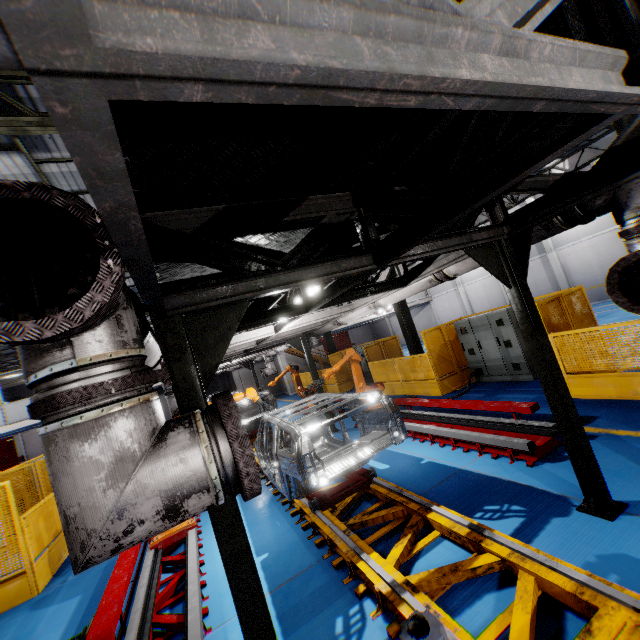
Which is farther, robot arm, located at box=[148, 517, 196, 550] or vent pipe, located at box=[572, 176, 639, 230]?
robot arm, located at box=[148, 517, 196, 550]

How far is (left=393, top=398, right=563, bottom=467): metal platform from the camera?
→ 5.3m

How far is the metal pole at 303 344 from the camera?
10.8m

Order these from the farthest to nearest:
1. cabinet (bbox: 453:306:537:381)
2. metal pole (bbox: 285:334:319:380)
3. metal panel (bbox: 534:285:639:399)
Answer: metal pole (bbox: 285:334:319:380) < cabinet (bbox: 453:306:537:381) < metal panel (bbox: 534:285:639:399)

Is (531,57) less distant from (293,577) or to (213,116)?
(213,116)

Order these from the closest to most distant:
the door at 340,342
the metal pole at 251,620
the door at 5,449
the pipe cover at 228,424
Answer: the pipe cover at 228,424 < the metal pole at 251,620 < the door at 5,449 < the door at 340,342

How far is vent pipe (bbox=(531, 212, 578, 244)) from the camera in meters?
3.6

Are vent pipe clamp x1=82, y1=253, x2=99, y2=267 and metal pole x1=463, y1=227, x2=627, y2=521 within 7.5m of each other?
yes
